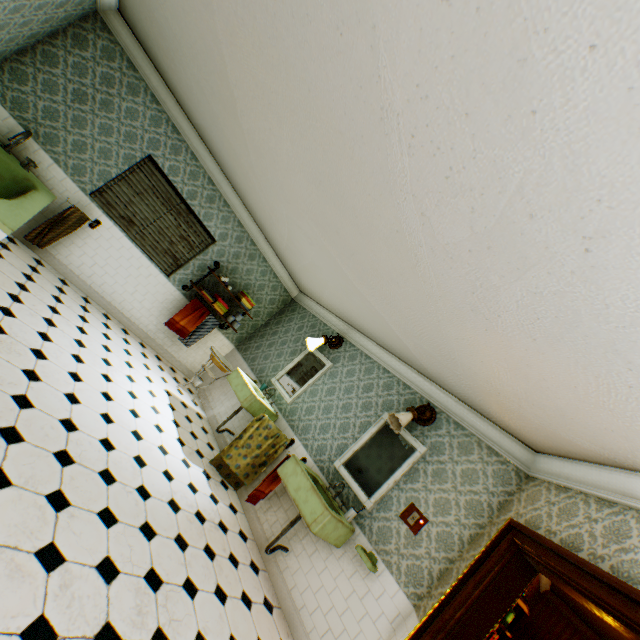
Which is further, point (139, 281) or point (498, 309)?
point (139, 281)

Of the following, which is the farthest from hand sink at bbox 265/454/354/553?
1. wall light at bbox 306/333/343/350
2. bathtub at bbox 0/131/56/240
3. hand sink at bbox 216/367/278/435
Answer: bathtub at bbox 0/131/56/240

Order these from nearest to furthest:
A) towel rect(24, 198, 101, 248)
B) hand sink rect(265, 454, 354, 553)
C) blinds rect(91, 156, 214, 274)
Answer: hand sink rect(265, 454, 354, 553), towel rect(24, 198, 101, 248), blinds rect(91, 156, 214, 274)

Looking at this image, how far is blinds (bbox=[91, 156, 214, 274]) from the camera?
5.27m

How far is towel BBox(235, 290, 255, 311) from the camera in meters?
6.7 m

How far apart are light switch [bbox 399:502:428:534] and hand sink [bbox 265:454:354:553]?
0.6m

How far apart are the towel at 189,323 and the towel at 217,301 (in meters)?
0.19

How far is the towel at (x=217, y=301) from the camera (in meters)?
6.21
